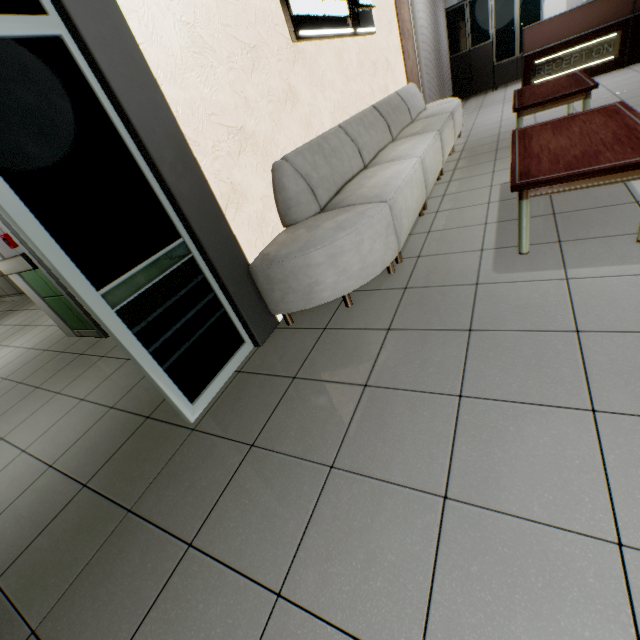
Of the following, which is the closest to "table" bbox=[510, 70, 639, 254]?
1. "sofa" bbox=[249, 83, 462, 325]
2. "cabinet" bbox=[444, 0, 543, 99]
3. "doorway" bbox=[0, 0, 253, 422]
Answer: "sofa" bbox=[249, 83, 462, 325]

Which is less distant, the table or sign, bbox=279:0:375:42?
the table

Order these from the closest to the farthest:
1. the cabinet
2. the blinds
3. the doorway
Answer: the doorway
the blinds
the cabinet

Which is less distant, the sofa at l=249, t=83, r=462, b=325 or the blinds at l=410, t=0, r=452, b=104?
the sofa at l=249, t=83, r=462, b=325

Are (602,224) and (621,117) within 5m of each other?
yes

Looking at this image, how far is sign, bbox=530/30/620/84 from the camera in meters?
5.8

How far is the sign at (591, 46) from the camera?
5.85m

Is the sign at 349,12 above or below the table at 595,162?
above
